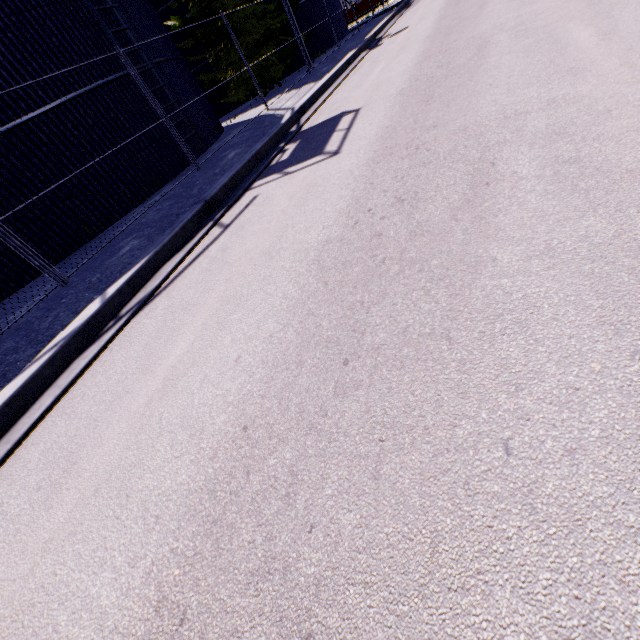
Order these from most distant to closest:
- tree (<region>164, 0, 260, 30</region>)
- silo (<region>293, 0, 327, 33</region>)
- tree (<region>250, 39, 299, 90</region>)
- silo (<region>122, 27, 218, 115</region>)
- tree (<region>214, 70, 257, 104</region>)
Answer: silo (<region>293, 0, 327, 33</region>)
tree (<region>214, 70, 257, 104</region>)
tree (<region>250, 39, 299, 90</region>)
tree (<region>164, 0, 260, 30</region>)
silo (<region>122, 27, 218, 115</region>)

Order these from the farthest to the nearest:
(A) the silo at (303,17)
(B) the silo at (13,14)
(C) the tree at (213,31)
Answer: (A) the silo at (303,17)
(C) the tree at (213,31)
(B) the silo at (13,14)

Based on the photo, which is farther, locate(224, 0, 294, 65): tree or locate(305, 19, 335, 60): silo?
locate(305, 19, 335, 60): silo

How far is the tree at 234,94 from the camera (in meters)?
17.77

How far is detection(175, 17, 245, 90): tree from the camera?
15.85m

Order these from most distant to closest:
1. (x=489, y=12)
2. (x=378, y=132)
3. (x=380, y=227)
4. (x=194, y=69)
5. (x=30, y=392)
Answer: (x=194, y=69)
(x=489, y=12)
(x=378, y=132)
(x=30, y=392)
(x=380, y=227)

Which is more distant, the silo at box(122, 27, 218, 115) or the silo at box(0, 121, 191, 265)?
the silo at box(122, 27, 218, 115)
